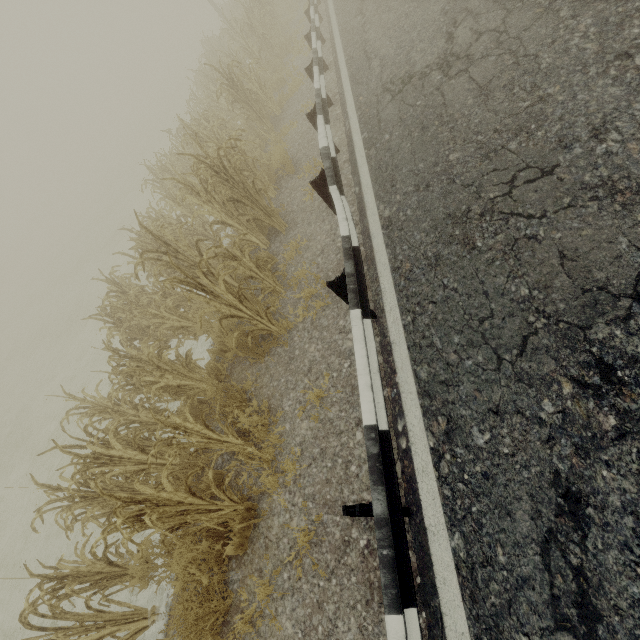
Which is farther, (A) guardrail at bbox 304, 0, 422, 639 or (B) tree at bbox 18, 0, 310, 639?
(B) tree at bbox 18, 0, 310, 639

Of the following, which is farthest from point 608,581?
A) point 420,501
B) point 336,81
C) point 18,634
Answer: point 18,634

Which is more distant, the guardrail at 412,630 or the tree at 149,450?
the tree at 149,450
